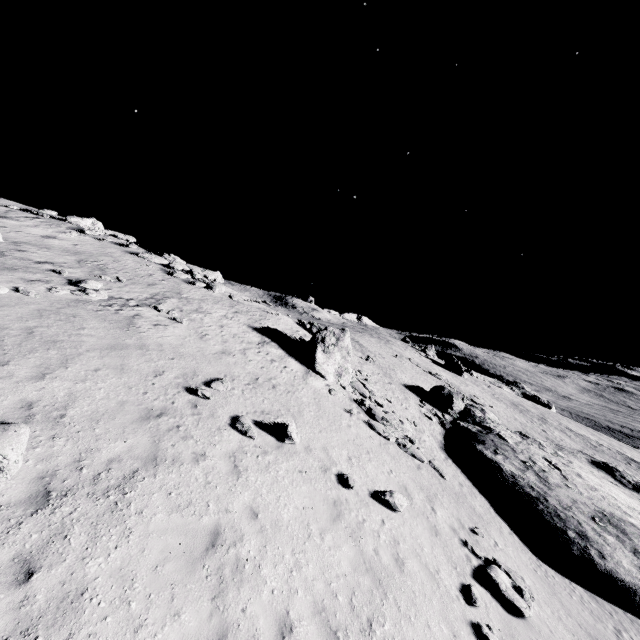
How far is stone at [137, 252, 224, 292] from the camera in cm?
2349

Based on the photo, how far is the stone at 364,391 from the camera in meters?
16.4 m

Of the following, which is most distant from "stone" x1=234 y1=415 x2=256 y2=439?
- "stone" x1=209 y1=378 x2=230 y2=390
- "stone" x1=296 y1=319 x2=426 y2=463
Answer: "stone" x1=296 y1=319 x2=426 y2=463

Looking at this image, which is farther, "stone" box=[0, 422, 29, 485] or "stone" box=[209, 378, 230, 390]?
"stone" box=[209, 378, 230, 390]

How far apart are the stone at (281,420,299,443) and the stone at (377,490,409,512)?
3.2m

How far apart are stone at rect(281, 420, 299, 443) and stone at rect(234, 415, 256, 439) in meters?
0.9

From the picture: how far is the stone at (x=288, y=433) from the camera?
11.07m

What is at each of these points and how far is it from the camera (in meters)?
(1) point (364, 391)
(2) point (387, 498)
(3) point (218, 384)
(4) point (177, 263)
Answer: (1) stone, 20.03
(2) stone, 10.70
(3) stone, 12.30
(4) stone, 25.11
